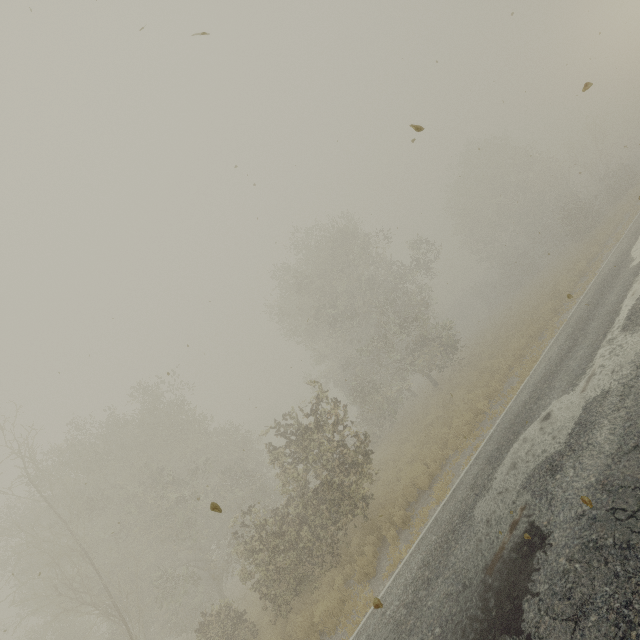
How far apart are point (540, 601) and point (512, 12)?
10.8 meters
